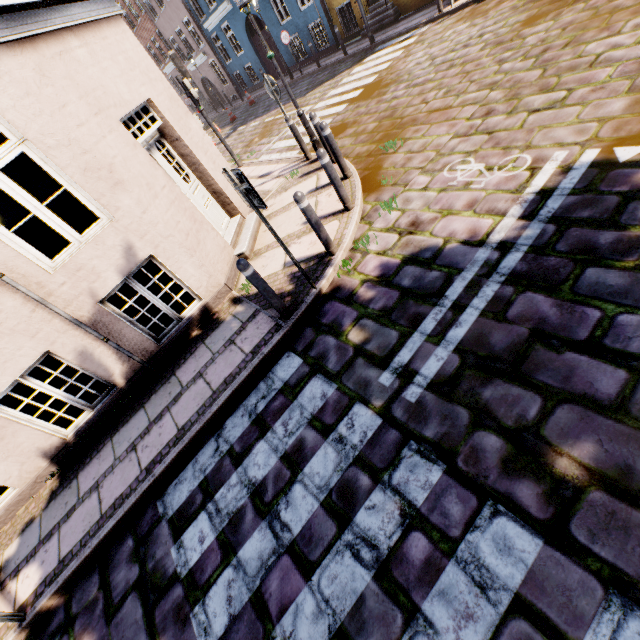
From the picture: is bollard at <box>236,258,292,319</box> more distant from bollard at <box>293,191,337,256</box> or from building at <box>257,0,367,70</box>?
building at <box>257,0,367,70</box>

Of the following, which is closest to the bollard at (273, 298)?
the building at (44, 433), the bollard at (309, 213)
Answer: the bollard at (309, 213)

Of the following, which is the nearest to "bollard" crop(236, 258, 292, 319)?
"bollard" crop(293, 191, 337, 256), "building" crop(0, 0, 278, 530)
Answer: "bollard" crop(293, 191, 337, 256)

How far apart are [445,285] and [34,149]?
5.3 meters

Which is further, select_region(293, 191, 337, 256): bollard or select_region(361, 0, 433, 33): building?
select_region(361, 0, 433, 33): building

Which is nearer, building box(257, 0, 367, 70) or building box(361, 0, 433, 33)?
building box(361, 0, 433, 33)

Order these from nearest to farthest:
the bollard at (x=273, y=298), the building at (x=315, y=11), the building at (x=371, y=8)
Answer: the bollard at (x=273, y=298) < the building at (x=371, y=8) < the building at (x=315, y=11)
